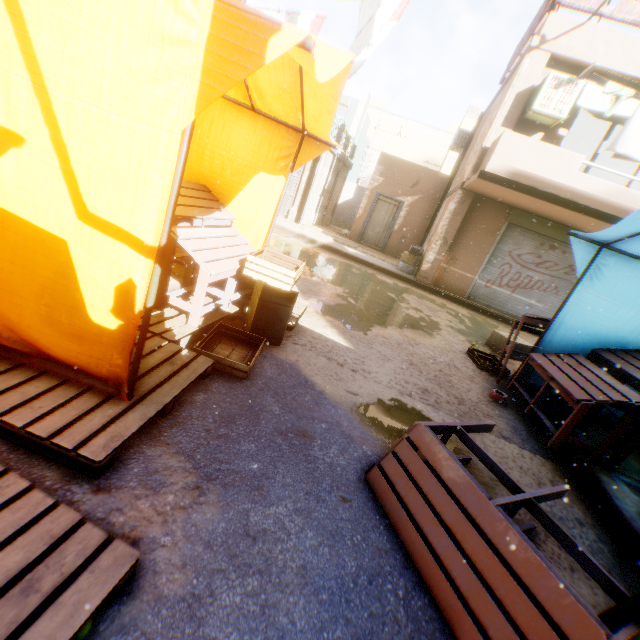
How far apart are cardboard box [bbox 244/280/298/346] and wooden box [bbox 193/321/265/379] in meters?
0.1 m

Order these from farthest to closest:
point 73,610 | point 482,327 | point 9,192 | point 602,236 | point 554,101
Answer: point 482,327, point 554,101, point 602,236, point 9,192, point 73,610

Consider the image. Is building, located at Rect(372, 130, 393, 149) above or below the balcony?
above

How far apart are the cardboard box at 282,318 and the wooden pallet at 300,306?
0.01m

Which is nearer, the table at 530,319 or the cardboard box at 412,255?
the table at 530,319

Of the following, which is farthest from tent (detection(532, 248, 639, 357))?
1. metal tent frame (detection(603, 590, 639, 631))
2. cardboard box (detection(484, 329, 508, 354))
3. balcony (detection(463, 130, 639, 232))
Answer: cardboard box (detection(484, 329, 508, 354))

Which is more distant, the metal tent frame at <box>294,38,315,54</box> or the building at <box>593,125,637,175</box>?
the building at <box>593,125,637,175</box>

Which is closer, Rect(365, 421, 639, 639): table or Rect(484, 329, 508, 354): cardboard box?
Rect(365, 421, 639, 639): table
